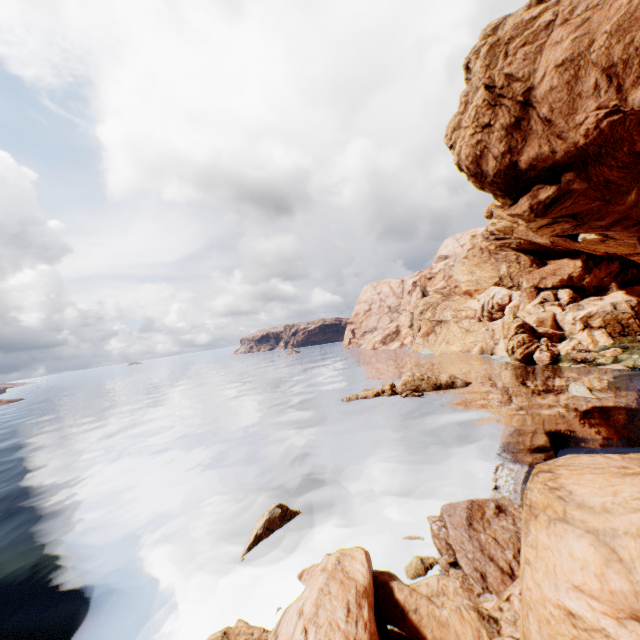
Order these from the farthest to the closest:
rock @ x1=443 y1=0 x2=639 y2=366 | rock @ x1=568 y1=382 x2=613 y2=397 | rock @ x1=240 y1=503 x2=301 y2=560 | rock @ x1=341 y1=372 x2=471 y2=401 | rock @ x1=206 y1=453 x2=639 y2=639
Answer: rock @ x1=341 y1=372 x2=471 y2=401
rock @ x1=568 y1=382 x2=613 y2=397
rock @ x1=443 y1=0 x2=639 y2=366
rock @ x1=240 y1=503 x2=301 y2=560
rock @ x1=206 y1=453 x2=639 y2=639

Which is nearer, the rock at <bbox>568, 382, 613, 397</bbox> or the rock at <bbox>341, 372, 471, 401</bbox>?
the rock at <bbox>568, 382, 613, 397</bbox>

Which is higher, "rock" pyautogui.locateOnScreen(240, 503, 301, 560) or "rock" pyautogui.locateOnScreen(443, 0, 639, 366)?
"rock" pyautogui.locateOnScreen(443, 0, 639, 366)

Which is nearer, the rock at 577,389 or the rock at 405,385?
the rock at 577,389

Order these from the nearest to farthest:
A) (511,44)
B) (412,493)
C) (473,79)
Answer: (412,493), (511,44), (473,79)

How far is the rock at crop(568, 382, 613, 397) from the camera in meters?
31.1
